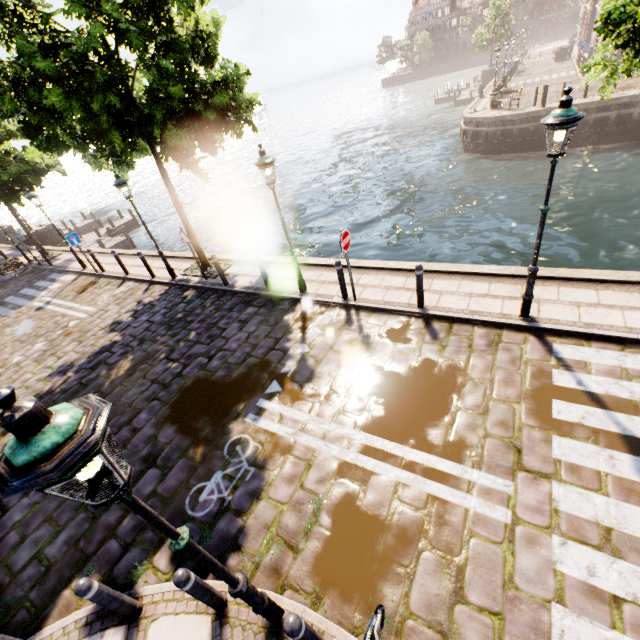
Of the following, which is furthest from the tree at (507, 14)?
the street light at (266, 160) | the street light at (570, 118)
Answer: the street light at (266, 160)

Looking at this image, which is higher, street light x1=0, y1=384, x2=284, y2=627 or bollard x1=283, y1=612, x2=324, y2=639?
street light x1=0, y1=384, x2=284, y2=627

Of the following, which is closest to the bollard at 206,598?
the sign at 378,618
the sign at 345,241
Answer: the sign at 378,618

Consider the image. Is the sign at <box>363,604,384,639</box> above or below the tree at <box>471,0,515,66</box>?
below

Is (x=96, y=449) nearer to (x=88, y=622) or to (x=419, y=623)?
(x=419, y=623)

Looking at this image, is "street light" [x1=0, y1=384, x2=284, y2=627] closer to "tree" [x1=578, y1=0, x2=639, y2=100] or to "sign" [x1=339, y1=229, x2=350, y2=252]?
"tree" [x1=578, y1=0, x2=639, y2=100]

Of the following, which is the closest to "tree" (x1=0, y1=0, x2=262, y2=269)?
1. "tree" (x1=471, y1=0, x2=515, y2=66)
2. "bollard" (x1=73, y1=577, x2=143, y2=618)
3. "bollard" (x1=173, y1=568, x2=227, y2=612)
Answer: "bollard" (x1=173, y1=568, x2=227, y2=612)

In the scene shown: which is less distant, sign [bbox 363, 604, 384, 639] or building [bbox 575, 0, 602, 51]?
sign [bbox 363, 604, 384, 639]
